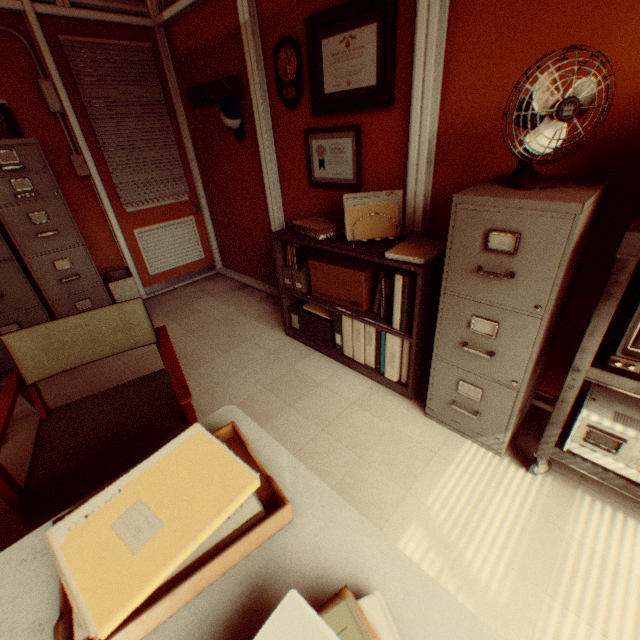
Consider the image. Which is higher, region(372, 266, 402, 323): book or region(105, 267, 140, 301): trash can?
region(372, 266, 402, 323): book

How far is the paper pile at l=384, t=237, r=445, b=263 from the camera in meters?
1.9

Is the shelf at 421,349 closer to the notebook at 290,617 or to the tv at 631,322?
the tv at 631,322

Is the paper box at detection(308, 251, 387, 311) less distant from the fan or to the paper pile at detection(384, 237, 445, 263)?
the paper pile at detection(384, 237, 445, 263)

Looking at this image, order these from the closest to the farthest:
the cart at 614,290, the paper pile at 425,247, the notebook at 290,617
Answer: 1. the notebook at 290,617
2. the cart at 614,290
3. the paper pile at 425,247

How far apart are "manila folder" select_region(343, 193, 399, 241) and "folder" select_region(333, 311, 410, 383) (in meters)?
0.25

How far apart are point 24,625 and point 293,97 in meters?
3.2

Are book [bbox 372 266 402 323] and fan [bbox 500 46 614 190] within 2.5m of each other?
yes
